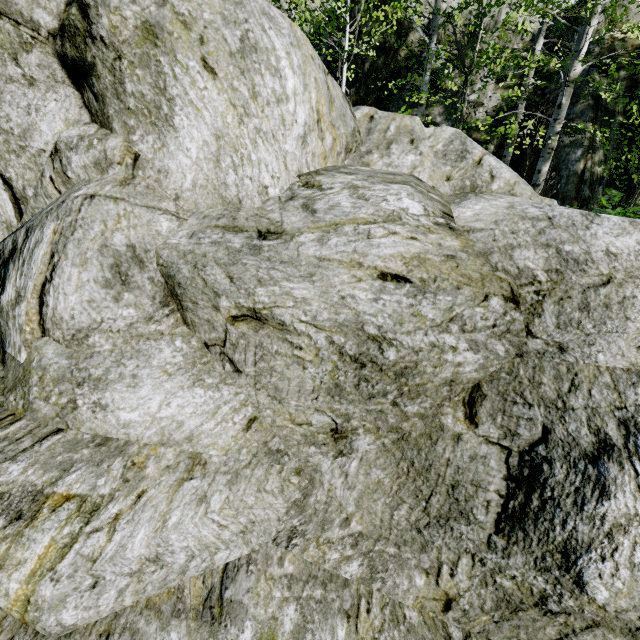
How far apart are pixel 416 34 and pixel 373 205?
11.9m

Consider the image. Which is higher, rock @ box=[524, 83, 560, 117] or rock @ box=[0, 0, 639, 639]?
rock @ box=[524, 83, 560, 117]

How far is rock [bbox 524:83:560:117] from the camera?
9.50m

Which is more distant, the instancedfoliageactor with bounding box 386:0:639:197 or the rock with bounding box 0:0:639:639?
the instancedfoliageactor with bounding box 386:0:639:197

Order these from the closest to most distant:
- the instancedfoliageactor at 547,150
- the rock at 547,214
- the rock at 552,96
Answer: the rock at 547,214
the instancedfoliageactor at 547,150
the rock at 552,96

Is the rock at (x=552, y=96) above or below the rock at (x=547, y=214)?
above

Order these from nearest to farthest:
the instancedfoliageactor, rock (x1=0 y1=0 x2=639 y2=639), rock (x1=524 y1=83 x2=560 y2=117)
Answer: rock (x1=0 y1=0 x2=639 y2=639) → the instancedfoliageactor → rock (x1=524 y1=83 x2=560 y2=117)
